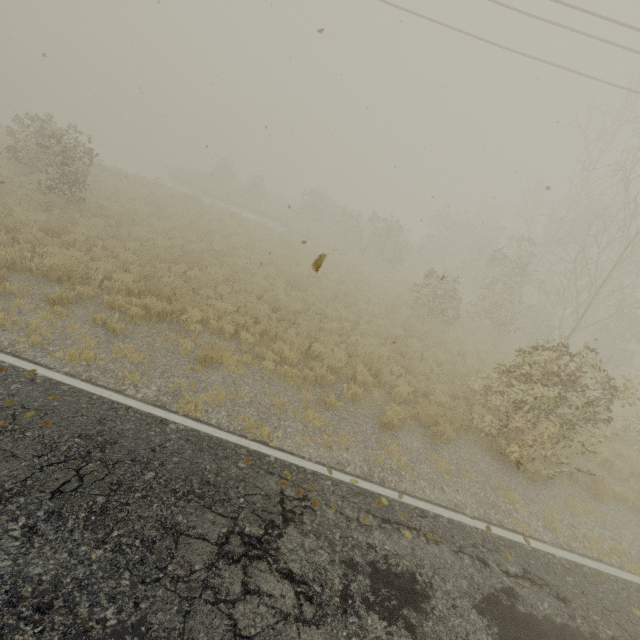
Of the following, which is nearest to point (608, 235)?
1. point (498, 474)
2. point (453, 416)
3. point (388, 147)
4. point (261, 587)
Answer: point (388, 147)
